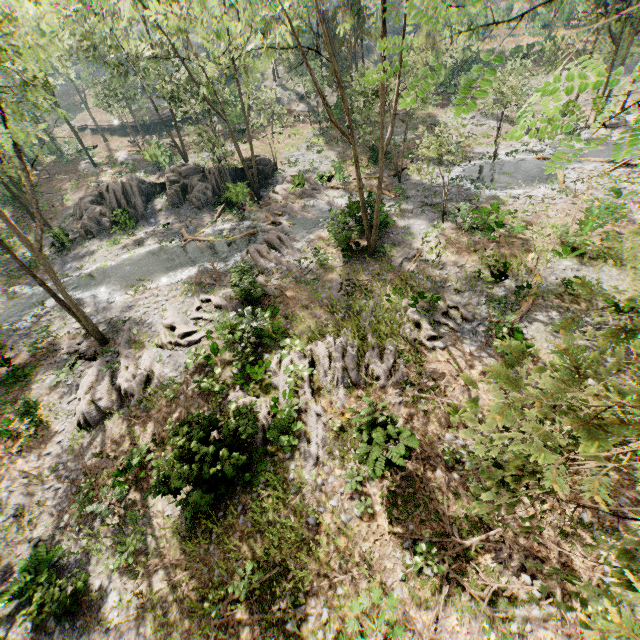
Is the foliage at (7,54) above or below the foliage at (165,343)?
above

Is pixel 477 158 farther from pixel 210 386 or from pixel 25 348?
pixel 25 348

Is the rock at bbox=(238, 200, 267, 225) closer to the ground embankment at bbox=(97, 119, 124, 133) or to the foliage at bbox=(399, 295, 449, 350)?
the foliage at bbox=(399, 295, 449, 350)

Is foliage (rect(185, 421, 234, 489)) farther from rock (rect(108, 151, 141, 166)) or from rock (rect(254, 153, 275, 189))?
rock (rect(108, 151, 141, 166))

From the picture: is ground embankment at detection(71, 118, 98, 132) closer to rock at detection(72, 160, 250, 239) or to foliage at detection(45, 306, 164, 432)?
foliage at detection(45, 306, 164, 432)

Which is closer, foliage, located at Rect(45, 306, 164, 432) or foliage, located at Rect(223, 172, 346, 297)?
foliage, located at Rect(45, 306, 164, 432)

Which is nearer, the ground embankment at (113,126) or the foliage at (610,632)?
the foliage at (610,632)

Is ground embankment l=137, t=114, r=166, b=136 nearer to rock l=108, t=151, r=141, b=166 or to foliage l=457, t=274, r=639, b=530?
foliage l=457, t=274, r=639, b=530
